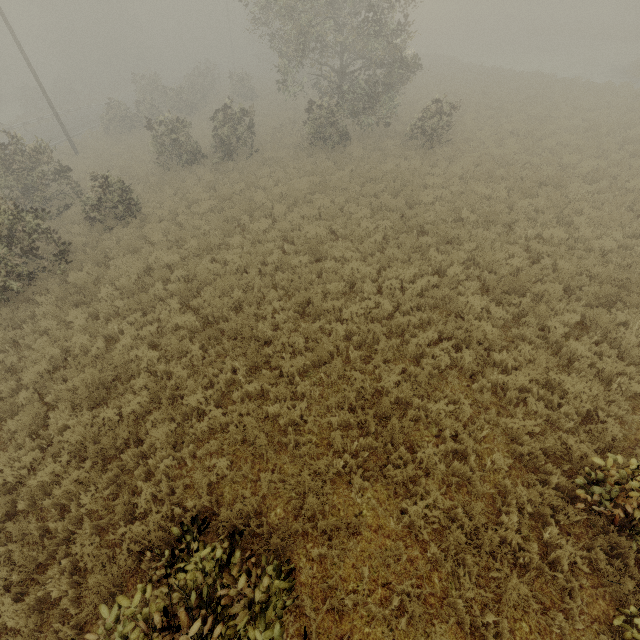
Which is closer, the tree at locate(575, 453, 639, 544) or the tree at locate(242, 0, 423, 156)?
the tree at locate(575, 453, 639, 544)

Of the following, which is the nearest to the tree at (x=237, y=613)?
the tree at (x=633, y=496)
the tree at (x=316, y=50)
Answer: the tree at (x=633, y=496)

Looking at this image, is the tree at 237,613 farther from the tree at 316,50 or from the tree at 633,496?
the tree at 316,50

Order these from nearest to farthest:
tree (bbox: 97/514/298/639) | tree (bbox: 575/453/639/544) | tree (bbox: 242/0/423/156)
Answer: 1. tree (bbox: 97/514/298/639)
2. tree (bbox: 575/453/639/544)
3. tree (bbox: 242/0/423/156)

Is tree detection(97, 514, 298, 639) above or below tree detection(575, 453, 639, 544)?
above

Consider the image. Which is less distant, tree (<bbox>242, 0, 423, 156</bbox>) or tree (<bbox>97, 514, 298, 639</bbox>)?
tree (<bbox>97, 514, 298, 639</bbox>)

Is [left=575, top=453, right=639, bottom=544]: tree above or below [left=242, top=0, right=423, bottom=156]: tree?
below

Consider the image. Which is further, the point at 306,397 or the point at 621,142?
the point at 621,142
